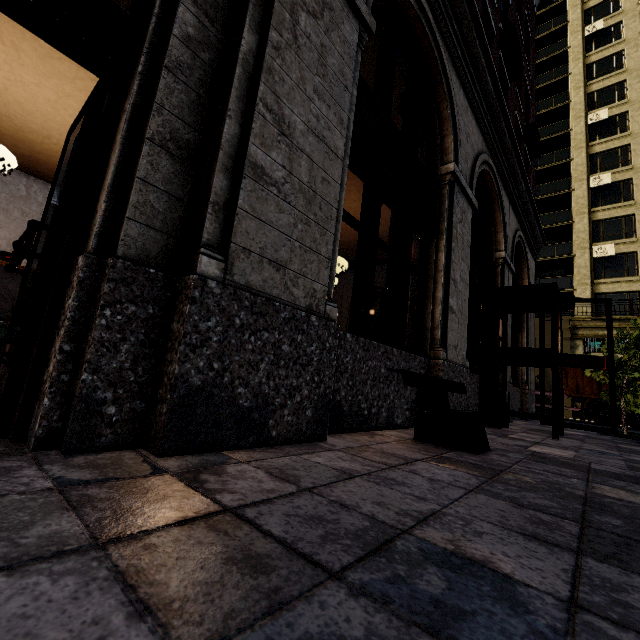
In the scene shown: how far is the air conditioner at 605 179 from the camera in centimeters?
2519cm

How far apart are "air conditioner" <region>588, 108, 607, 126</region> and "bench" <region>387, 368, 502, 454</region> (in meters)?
35.21

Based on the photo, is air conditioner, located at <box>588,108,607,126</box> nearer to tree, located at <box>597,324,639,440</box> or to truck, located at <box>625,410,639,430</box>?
truck, located at <box>625,410,639,430</box>

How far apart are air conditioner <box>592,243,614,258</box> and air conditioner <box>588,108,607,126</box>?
10.91m

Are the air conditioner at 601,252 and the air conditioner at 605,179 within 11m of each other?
yes

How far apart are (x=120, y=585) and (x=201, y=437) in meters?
1.2

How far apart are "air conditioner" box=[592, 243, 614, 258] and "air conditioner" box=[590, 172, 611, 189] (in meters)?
5.01

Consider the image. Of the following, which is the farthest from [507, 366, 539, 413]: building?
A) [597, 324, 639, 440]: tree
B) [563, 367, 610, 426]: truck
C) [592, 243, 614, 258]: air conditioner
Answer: [563, 367, 610, 426]: truck
